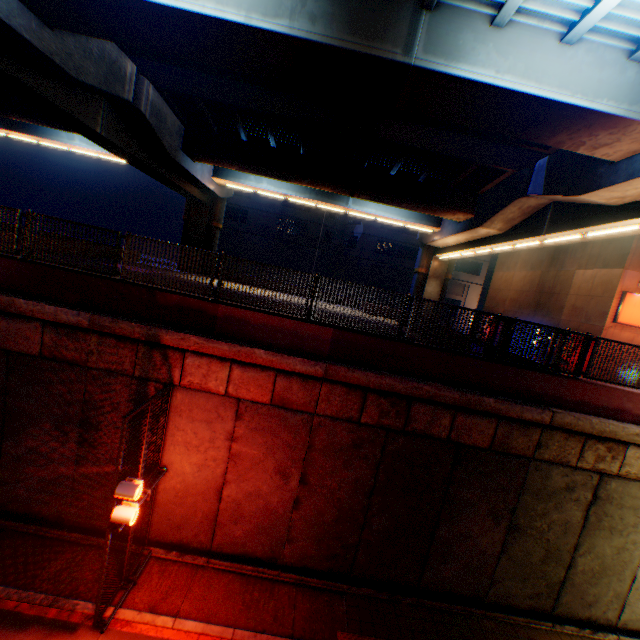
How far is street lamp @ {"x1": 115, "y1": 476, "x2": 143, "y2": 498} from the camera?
6.4m

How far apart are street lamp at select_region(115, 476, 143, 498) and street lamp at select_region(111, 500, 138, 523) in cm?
29

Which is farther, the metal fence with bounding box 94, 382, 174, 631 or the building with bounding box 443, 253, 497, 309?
the building with bounding box 443, 253, 497, 309

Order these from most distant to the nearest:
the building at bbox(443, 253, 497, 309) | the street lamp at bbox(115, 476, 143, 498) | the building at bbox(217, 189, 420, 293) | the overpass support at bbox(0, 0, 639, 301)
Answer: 1. the building at bbox(443, 253, 497, 309)
2. the building at bbox(217, 189, 420, 293)
3. the overpass support at bbox(0, 0, 639, 301)
4. the street lamp at bbox(115, 476, 143, 498)

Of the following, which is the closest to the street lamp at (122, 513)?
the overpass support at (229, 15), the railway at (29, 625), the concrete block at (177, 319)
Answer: the railway at (29, 625)

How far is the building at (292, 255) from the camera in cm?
3950

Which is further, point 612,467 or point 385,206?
point 385,206

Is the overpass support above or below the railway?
above
